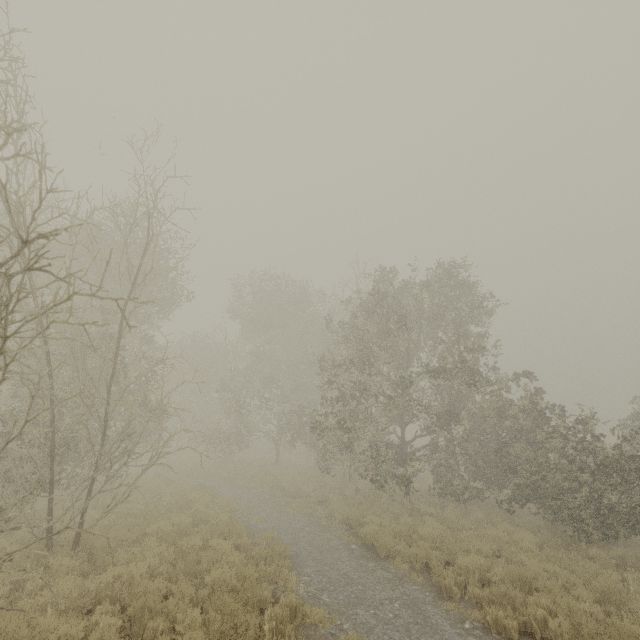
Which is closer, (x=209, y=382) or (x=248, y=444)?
(x=248, y=444)

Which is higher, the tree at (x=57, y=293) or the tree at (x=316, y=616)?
the tree at (x=57, y=293)

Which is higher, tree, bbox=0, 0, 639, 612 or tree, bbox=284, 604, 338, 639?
tree, bbox=0, 0, 639, 612

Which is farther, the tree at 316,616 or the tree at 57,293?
the tree at 57,293

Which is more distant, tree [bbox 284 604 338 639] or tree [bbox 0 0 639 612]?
tree [bbox 0 0 639 612]
